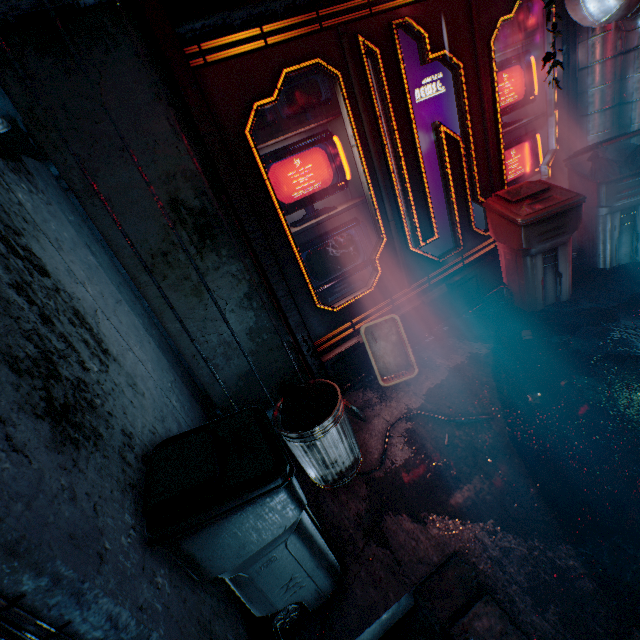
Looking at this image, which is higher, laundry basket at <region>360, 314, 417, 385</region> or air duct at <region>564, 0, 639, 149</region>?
air duct at <region>564, 0, 639, 149</region>

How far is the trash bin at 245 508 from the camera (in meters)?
1.17

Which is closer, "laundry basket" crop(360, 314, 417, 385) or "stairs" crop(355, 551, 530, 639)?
"stairs" crop(355, 551, 530, 639)

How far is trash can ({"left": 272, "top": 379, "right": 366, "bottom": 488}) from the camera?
1.94m

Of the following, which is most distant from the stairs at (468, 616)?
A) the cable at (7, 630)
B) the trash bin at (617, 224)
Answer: the trash bin at (617, 224)

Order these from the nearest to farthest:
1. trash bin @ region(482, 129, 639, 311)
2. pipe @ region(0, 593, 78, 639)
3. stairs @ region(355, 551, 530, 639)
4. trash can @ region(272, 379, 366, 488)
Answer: pipe @ region(0, 593, 78, 639) → stairs @ region(355, 551, 530, 639) → trash can @ region(272, 379, 366, 488) → trash bin @ region(482, 129, 639, 311)

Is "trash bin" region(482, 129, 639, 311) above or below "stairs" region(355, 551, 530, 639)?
above

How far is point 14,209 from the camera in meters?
1.5 m
